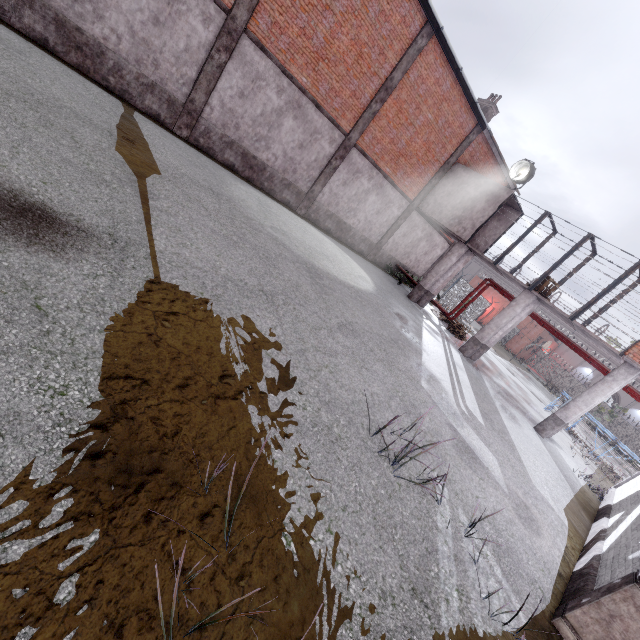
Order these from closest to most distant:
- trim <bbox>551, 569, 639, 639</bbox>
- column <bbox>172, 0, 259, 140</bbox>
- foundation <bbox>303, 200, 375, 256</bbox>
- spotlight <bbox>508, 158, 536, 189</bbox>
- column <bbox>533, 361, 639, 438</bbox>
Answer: trim <bbox>551, 569, 639, 639</bbox>, column <bbox>172, 0, 259, 140</bbox>, column <bbox>533, 361, 639, 438</bbox>, spotlight <bbox>508, 158, 536, 189</bbox>, foundation <bbox>303, 200, 375, 256</bbox>

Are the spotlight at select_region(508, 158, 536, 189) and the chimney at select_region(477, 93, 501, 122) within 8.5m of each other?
yes

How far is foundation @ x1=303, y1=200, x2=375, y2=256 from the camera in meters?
16.1 m

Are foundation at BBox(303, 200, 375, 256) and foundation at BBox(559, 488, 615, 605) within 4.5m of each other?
no

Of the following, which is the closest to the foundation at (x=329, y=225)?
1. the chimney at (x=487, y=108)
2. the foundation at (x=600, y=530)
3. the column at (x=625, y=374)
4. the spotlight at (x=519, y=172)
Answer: the spotlight at (x=519, y=172)

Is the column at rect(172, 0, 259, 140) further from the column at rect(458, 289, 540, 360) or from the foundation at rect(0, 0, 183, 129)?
the column at rect(458, 289, 540, 360)

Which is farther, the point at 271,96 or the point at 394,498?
the point at 271,96

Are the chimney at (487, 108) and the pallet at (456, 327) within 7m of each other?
no
